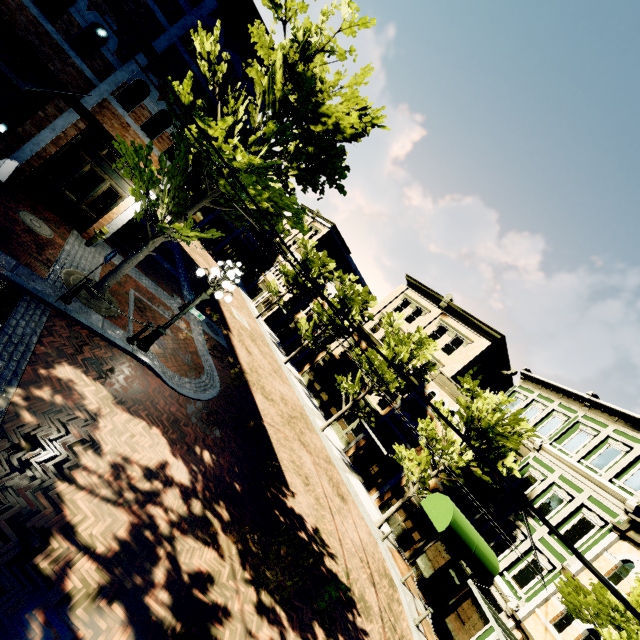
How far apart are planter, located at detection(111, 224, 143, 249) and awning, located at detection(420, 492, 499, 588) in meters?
18.6

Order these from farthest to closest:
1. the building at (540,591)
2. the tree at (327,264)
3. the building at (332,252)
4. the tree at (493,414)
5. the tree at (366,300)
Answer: the building at (332,252)
the tree at (327,264)
the tree at (366,300)
the tree at (493,414)
the building at (540,591)

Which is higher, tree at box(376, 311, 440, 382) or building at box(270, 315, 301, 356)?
tree at box(376, 311, 440, 382)

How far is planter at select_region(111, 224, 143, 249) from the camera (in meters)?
14.64

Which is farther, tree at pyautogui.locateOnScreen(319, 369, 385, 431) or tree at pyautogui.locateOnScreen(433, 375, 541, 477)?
tree at pyautogui.locateOnScreen(319, 369, 385, 431)

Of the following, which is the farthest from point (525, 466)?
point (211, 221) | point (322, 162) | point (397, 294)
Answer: point (211, 221)

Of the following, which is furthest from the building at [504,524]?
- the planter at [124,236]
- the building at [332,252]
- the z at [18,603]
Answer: the planter at [124,236]

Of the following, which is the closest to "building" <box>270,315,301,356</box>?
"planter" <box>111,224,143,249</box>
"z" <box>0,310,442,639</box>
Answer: "z" <box>0,310,442,639</box>
